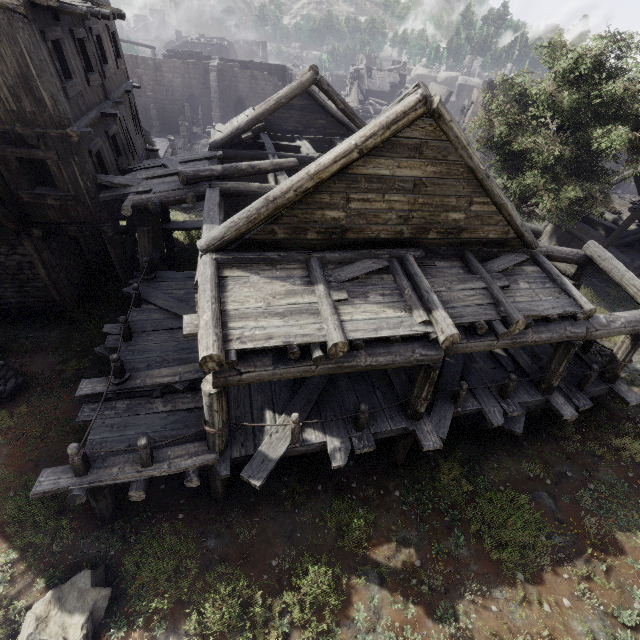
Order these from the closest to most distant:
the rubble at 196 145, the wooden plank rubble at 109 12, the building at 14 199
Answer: the building at 14 199, the wooden plank rubble at 109 12, the rubble at 196 145

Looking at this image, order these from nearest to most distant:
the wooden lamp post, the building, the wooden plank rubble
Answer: the building, the wooden plank rubble, the wooden lamp post

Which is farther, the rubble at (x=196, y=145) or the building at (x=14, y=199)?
the rubble at (x=196, y=145)

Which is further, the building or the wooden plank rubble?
the wooden plank rubble

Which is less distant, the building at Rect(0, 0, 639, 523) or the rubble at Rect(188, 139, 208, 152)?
the building at Rect(0, 0, 639, 523)

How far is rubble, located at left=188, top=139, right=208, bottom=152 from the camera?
32.6 meters

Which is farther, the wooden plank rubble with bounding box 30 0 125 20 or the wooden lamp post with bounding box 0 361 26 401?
the wooden lamp post with bounding box 0 361 26 401

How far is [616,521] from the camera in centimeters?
761cm
